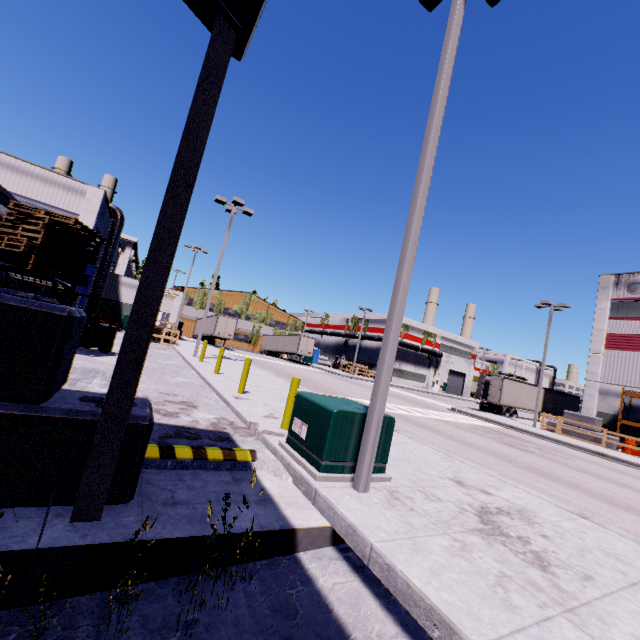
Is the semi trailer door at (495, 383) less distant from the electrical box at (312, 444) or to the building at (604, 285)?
the building at (604, 285)

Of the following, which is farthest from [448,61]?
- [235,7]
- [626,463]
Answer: [626,463]

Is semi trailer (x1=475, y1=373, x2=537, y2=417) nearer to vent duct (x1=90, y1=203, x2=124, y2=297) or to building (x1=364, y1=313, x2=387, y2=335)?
building (x1=364, y1=313, x2=387, y2=335)

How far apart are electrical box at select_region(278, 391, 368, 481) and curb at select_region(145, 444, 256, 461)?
0.58m

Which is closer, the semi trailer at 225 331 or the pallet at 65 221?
the pallet at 65 221

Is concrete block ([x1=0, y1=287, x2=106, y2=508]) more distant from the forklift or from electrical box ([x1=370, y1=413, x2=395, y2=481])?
electrical box ([x1=370, y1=413, x2=395, y2=481])

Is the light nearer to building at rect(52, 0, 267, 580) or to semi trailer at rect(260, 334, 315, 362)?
semi trailer at rect(260, 334, 315, 362)

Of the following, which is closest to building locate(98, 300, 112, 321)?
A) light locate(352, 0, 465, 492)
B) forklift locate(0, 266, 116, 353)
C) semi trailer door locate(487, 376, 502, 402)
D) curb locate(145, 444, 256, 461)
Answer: curb locate(145, 444, 256, 461)
